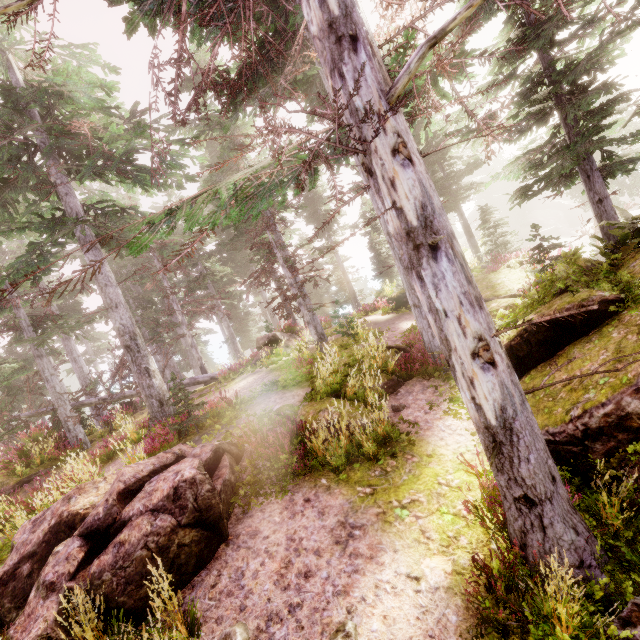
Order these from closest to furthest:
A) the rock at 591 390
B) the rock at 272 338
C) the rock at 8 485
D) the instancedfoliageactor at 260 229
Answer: the instancedfoliageactor at 260 229
the rock at 591 390
the rock at 8 485
the rock at 272 338

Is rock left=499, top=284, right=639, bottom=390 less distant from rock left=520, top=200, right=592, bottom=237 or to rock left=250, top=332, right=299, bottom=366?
rock left=250, top=332, right=299, bottom=366

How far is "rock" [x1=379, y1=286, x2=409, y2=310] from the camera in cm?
2152

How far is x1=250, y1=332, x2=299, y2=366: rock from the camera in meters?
18.1 m

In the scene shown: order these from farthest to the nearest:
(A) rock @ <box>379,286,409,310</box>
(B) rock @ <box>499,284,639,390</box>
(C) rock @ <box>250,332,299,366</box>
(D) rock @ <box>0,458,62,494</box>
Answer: (A) rock @ <box>379,286,409,310</box> < (C) rock @ <box>250,332,299,366</box> < (D) rock @ <box>0,458,62,494</box> < (B) rock @ <box>499,284,639,390</box>

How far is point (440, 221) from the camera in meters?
3.8

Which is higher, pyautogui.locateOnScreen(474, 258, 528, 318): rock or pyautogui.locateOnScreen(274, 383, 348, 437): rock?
pyautogui.locateOnScreen(474, 258, 528, 318): rock

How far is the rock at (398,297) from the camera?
21.5 meters
